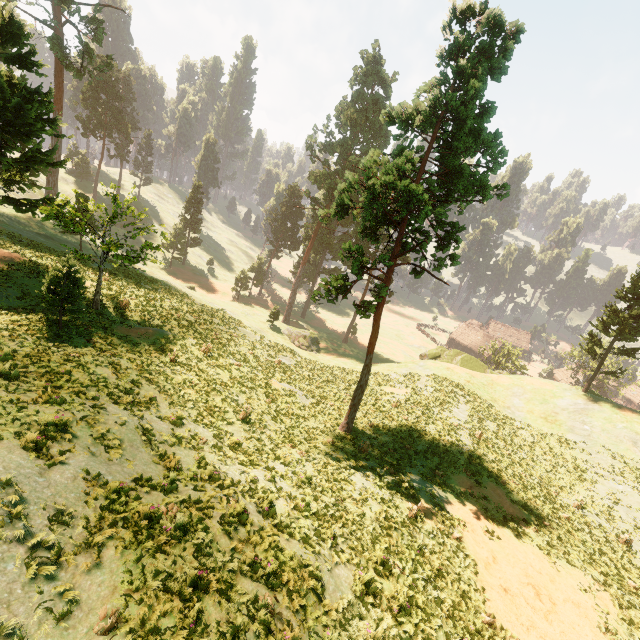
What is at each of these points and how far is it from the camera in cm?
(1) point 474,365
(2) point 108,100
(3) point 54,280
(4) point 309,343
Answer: (1) rock, 4269
(2) treerock, 5528
(3) treerock, 1491
(4) treerock, 4506

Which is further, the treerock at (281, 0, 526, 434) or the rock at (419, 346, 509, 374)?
the rock at (419, 346, 509, 374)

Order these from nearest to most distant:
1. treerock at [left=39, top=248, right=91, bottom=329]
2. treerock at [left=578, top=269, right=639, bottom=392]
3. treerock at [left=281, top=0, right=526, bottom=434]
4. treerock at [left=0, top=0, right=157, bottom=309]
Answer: → treerock at [left=39, top=248, right=91, bottom=329] < treerock at [left=281, top=0, right=526, bottom=434] < treerock at [left=0, top=0, right=157, bottom=309] < treerock at [left=578, top=269, right=639, bottom=392]

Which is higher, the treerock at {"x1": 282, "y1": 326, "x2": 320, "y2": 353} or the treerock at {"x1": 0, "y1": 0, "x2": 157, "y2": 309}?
the treerock at {"x1": 0, "y1": 0, "x2": 157, "y2": 309}

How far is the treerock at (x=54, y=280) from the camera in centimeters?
1455cm

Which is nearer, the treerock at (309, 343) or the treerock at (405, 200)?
the treerock at (405, 200)

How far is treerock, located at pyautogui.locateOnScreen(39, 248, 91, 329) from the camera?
14.5m

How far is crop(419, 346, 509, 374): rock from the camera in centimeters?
4238cm
